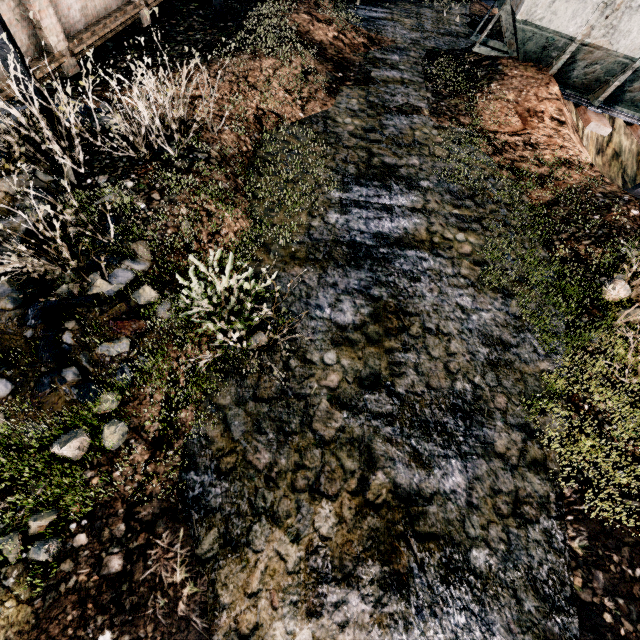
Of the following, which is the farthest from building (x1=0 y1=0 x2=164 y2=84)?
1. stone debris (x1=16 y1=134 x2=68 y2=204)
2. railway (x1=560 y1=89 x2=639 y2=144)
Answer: railway (x1=560 y1=89 x2=639 y2=144)

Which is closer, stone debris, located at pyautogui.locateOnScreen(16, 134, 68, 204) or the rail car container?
stone debris, located at pyautogui.locateOnScreen(16, 134, 68, 204)

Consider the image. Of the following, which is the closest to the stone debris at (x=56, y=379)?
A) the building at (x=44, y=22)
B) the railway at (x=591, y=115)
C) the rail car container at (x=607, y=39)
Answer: the building at (x=44, y=22)

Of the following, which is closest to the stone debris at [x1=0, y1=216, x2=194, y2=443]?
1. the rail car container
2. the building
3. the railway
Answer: the building

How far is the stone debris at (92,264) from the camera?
4.77m

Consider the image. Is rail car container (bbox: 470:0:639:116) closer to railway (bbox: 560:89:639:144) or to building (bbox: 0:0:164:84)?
railway (bbox: 560:89:639:144)

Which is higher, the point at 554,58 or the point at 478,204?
the point at 554,58

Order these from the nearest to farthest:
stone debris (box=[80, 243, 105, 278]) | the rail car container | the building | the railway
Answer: stone debris (box=[80, 243, 105, 278])
the building
the rail car container
the railway
